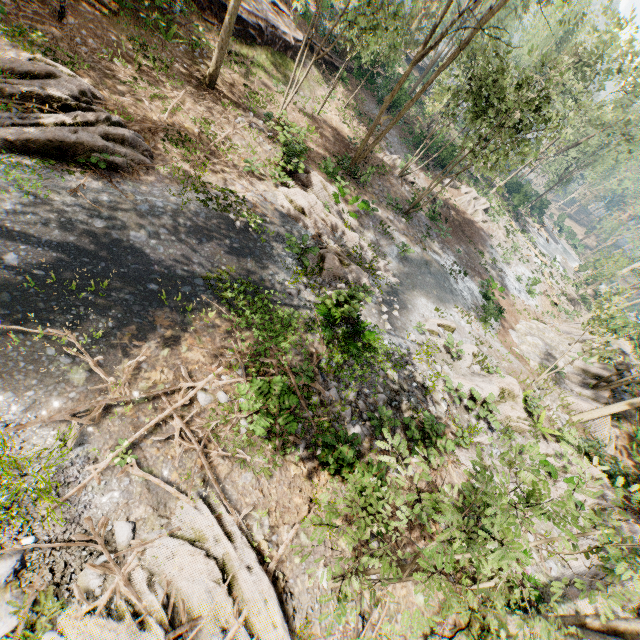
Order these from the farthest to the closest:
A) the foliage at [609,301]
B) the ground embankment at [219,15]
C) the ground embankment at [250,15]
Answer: the ground embankment at [250,15] → the ground embankment at [219,15] → the foliage at [609,301]

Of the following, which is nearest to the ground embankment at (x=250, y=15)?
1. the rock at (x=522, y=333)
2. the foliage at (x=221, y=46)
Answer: the foliage at (x=221, y=46)

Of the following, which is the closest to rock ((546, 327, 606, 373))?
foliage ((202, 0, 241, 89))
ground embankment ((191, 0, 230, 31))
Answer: foliage ((202, 0, 241, 89))

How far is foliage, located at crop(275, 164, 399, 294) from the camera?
12.5m

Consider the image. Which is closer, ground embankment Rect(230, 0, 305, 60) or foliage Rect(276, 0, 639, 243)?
foliage Rect(276, 0, 639, 243)

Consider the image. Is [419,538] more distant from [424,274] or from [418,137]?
[418,137]

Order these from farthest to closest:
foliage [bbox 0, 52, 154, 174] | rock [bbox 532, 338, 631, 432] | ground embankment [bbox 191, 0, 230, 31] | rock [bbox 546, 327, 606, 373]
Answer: rock [bbox 546, 327, 606, 373], ground embankment [bbox 191, 0, 230, 31], rock [bbox 532, 338, 631, 432], foliage [bbox 0, 52, 154, 174]
